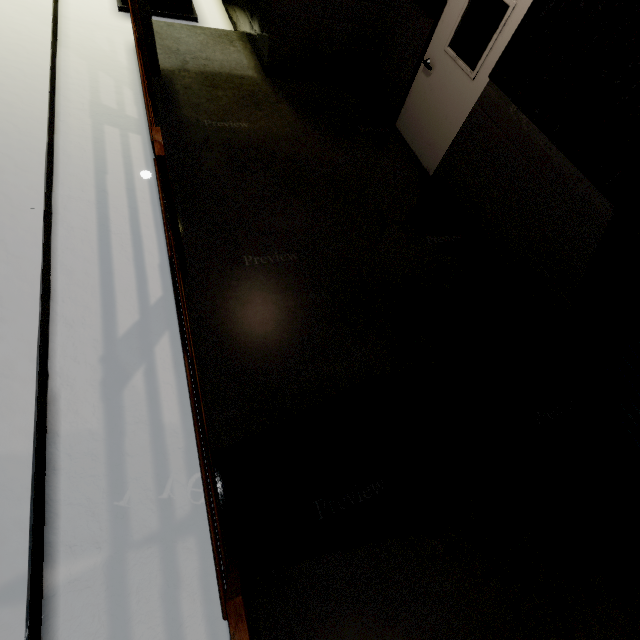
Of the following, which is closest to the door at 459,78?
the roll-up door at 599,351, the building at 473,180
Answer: the building at 473,180

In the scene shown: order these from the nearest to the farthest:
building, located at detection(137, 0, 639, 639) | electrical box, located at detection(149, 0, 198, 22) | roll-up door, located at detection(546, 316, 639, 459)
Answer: building, located at detection(137, 0, 639, 639)
roll-up door, located at detection(546, 316, 639, 459)
electrical box, located at detection(149, 0, 198, 22)

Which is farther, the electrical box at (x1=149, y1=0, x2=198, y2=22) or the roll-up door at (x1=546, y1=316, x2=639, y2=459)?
the electrical box at (x1=149, y1=0, x2=198, y2=22)

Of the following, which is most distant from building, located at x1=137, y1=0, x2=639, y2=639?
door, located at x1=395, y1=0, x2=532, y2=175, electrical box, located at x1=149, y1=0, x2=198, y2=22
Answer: electrical box, located at x1=149, y1=0, x2=198, y2=22

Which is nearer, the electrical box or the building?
the building

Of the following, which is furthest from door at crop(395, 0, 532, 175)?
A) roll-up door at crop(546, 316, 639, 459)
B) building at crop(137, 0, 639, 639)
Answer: roll-up door at crop(546, 316, 639, 459)

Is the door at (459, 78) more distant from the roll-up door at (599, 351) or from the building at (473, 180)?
the roll-up door at (599, 351)

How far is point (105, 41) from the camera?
5.7m
